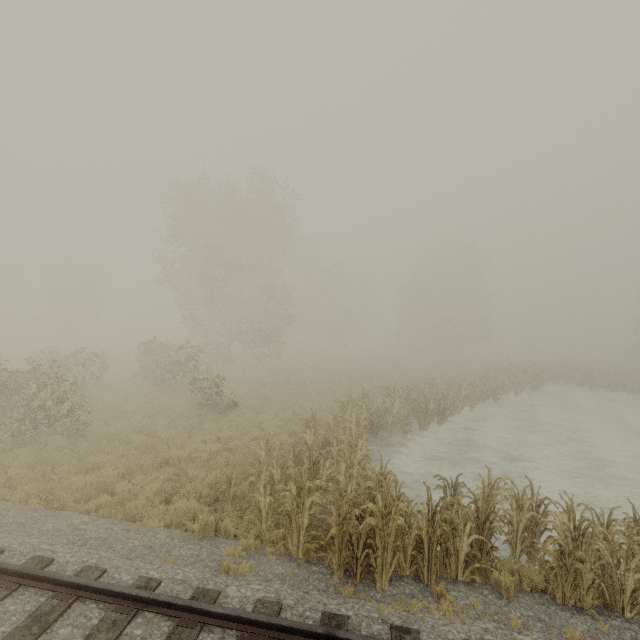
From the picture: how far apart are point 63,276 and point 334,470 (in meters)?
50.24
